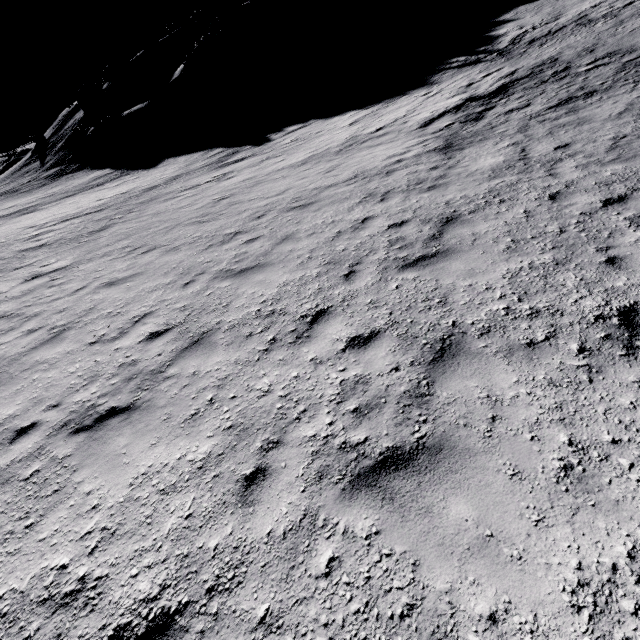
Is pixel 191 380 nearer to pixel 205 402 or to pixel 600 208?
pixel 205 402

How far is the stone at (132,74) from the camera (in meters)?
52.53

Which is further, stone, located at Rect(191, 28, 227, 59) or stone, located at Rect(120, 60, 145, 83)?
stone, located at Rect(120, 60, 145, 83)

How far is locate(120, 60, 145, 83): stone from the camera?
52.53m

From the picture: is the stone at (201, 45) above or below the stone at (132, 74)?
below

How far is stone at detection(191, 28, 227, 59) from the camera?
43.0m

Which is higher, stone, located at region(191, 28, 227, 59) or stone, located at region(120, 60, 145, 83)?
stone, located at region(120, 60, 145, 83)

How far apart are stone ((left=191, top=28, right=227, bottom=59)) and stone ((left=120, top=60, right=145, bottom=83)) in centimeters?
1771cm
